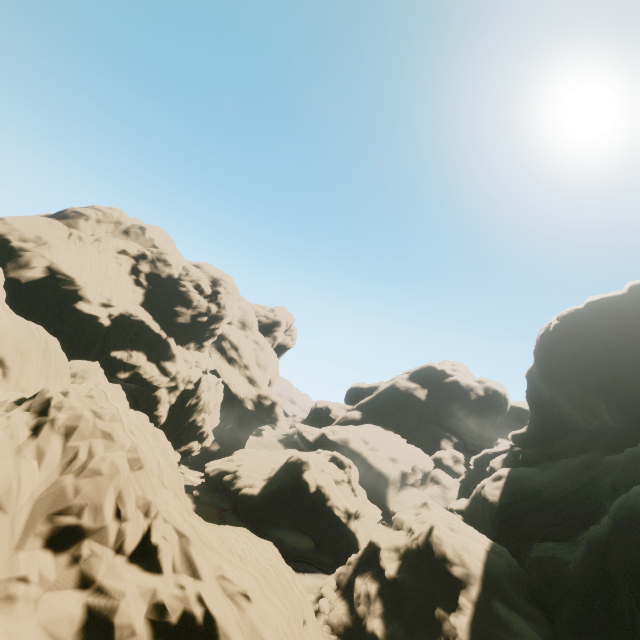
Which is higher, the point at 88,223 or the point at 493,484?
the point at 88,223
